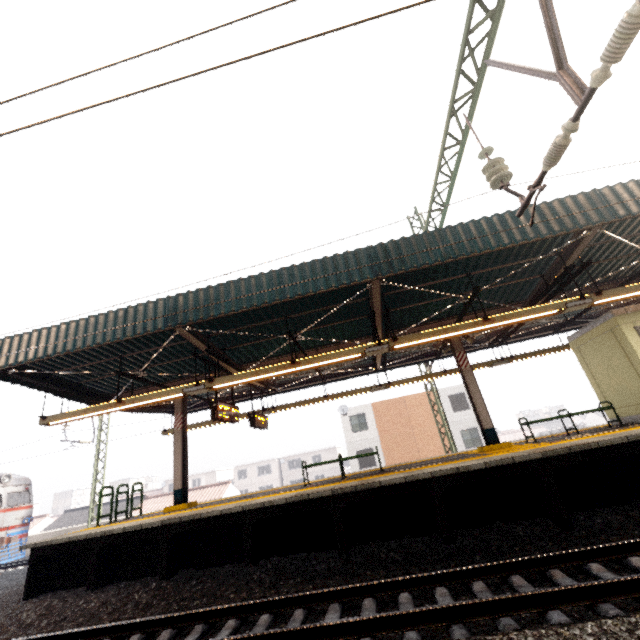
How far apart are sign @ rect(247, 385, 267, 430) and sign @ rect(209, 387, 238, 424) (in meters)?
1.35

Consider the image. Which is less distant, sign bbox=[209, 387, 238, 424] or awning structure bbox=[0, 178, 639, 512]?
awning structure bbox=[0, 178, 639, 512]

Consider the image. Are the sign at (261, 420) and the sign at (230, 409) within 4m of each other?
yes

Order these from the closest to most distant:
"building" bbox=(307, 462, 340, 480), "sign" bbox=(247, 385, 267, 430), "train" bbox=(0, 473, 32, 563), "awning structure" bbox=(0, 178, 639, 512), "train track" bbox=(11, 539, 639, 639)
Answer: "train track" bbox=(11, 539, 639, 639) < "awning structure" bbox=(0, 178, 639, 512) < "sign" bbox=(247, 385, 267, 430) < "train" bbox=(0, 473, 32, 563) < "building" bbox=(307, 462, 340, 480)

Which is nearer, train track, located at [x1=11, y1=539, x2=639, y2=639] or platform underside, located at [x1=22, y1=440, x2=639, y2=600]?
train track, located at [x1=11, y1=539, x2=639, y2=639]

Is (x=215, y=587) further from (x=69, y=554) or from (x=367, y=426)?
(x=367, y=426)

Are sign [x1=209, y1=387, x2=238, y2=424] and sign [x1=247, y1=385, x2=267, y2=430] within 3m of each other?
yes

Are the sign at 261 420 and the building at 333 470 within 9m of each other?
no
